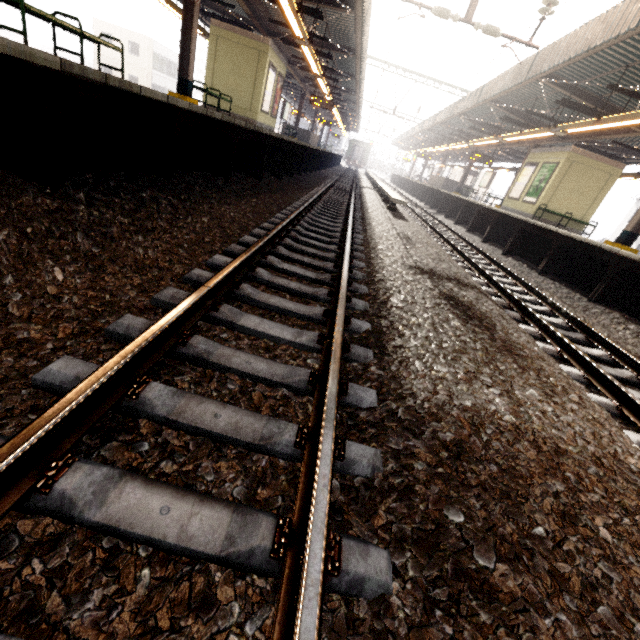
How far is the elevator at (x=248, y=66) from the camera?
12.4m

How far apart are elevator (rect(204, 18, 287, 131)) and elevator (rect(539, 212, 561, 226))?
12.6m

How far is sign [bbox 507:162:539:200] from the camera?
15.24m

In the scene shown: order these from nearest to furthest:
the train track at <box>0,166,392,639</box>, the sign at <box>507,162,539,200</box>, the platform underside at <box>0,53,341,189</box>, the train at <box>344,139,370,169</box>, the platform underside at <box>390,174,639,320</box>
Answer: the train track at <box>0,166,392,639</box> < the platform underside at <box>0,53,341,189</box> < the platform underside at <box>390,174,639,320</box> < the sign at <box>507,162,539,200</box> < the train at <box>344,139,370,169</box>

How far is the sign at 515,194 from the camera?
15.24m

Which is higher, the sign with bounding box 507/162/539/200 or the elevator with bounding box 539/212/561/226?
the sign with bounding box 507/162/539/200

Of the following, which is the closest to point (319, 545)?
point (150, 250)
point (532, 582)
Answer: point (532, 582)

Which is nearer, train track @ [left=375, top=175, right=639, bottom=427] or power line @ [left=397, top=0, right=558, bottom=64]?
train track @ [left=375, top=175, right=639, bottom=427]
